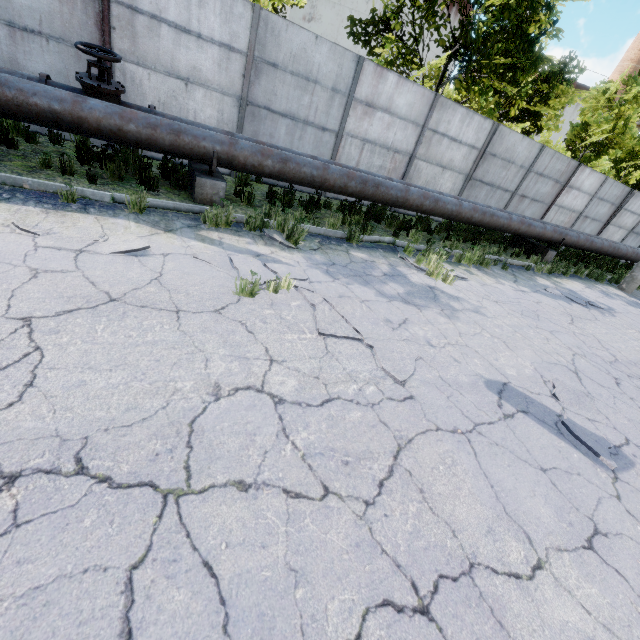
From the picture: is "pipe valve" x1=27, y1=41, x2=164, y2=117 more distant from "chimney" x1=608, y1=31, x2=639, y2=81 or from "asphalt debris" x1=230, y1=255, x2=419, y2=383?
"chimney" x1=608, y1=31, x2=639, y2=81

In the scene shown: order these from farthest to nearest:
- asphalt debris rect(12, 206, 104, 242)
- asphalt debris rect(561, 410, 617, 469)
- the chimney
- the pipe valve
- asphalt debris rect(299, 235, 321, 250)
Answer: the chimney → asphalt debris rect(299, 235, 321, 250) → the pipe valve → asphalt debris rect(12, 206, 104, 242) → asphalt debris rect(561, 410, 617, 469)

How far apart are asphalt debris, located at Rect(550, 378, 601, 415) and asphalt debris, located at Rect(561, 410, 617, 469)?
0.1m

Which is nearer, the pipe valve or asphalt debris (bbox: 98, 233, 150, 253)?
asphalt debris (bbox: 98, 233, 150, 253)

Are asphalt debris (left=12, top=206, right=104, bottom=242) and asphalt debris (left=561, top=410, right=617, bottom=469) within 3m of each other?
no

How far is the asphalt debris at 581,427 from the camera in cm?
327

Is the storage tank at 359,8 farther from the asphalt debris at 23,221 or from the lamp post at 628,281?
the asphalt debris at 23,221

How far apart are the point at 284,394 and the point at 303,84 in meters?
8.9
